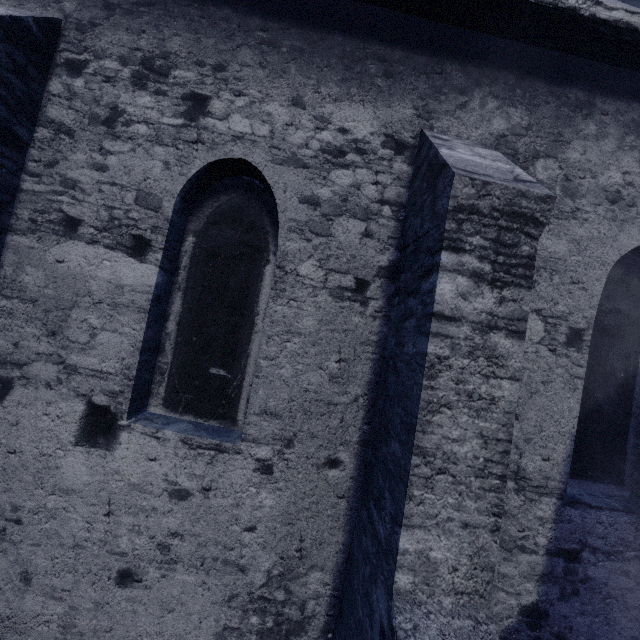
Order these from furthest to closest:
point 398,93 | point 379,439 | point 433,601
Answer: point 398,93 < point 379,439 < point 433,601
